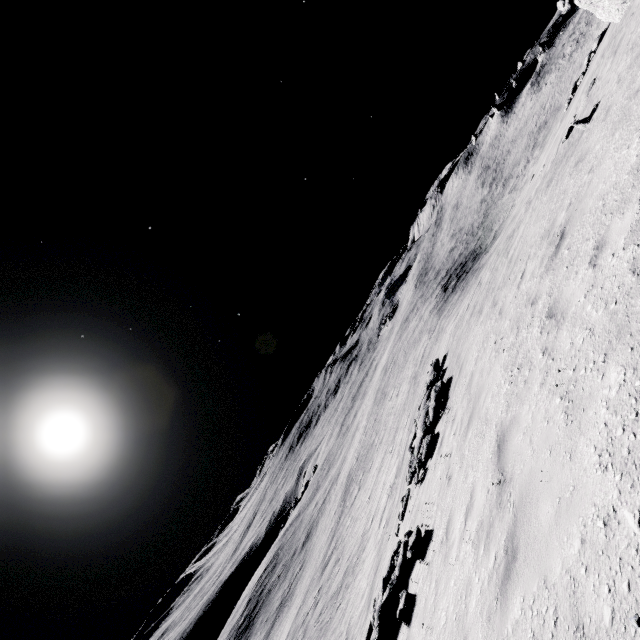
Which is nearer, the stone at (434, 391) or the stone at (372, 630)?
the stone at (372, 630)

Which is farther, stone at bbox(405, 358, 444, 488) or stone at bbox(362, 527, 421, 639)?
stone at bbox(405, 358, 444, 488)

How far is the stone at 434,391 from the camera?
11.1m

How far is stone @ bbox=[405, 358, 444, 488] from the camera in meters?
11.1 m

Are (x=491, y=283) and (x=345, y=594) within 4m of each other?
no
